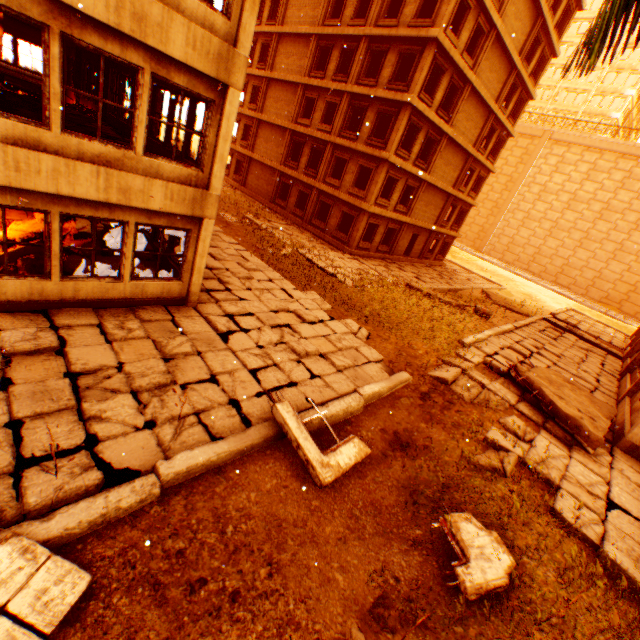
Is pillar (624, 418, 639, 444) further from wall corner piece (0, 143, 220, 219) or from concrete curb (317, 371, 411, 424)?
wall corner piece (0, 143, 220, 219)

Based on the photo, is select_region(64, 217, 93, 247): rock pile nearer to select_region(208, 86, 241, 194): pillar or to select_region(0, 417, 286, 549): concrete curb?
select_region(208, 86, 241, 194): pillar

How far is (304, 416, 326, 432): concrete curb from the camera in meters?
6.7 m

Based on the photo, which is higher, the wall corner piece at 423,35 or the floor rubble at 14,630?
the wall corner piece at 423,35

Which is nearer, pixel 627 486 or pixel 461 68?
pixel 627 486

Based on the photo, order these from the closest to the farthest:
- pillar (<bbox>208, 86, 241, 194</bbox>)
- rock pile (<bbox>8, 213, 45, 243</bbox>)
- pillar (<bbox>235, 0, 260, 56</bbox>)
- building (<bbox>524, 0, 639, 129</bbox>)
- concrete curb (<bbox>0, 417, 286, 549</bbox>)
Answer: concrete curb (<bbox>0, 417, 286, 549</bbox>) < pillar (<bbox>235, 0, 260, 56</bbox>) < pillar (<bbox>208, 86, 241, 194</bbox>) < rock pile (<bbox>8, 213, 45, 243</bbox>) < building (<bbox>524, 0, 639, 129</bbox>)

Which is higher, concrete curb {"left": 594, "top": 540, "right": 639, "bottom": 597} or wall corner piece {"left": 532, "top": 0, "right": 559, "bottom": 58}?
wall corner piece {"left": 532, "top": 0, "right": 559, "bottom": 58}

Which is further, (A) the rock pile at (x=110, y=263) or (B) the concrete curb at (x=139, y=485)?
(A) the rock pile at (x=110, y=263)
